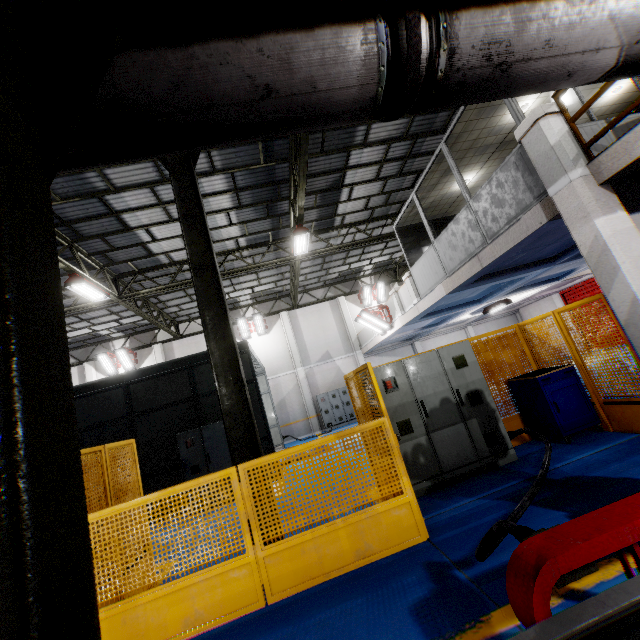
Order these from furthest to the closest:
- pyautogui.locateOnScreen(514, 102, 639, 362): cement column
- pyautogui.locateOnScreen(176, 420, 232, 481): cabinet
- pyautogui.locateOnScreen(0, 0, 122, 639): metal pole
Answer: pyautogui.locateOnScreen(176, 420, 232, 481): cabinet, pyautogui.locateOnScreen(514, 102, 639, 362): cement column, pyautogui.locateOnScreen(0, 0, 122, 639): metal pole

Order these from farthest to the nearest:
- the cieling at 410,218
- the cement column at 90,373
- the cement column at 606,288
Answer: the cement column at 90,373 → the cieling at 410,218 → the cement column at 606,288

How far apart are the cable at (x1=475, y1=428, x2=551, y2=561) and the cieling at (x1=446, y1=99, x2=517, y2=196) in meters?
6.9

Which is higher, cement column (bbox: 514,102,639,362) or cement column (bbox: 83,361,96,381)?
cement column (bbox: 83,361,96,381)

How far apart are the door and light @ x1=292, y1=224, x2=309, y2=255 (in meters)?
15.42

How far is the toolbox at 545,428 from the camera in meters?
5.6

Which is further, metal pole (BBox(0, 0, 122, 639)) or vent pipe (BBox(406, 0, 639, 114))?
vent pipe (BBox(406, 0, 639, 114))

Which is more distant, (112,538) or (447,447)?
(447,447)
